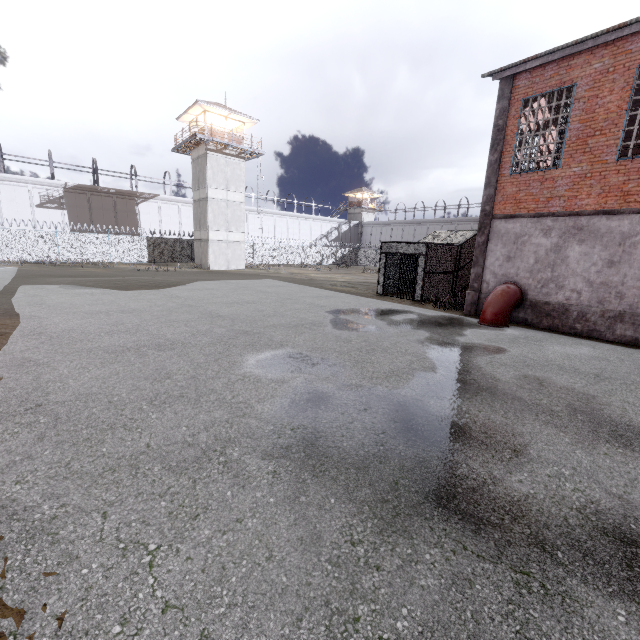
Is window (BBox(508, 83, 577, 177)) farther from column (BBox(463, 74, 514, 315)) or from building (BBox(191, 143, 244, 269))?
building (BBox(191, 143, 244, 269))

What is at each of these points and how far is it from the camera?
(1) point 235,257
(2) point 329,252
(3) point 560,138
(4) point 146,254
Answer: (1) building, 34.25m
(2) fence, 50.44m
(3) window, 16.44m
(4) fence, 34.19m

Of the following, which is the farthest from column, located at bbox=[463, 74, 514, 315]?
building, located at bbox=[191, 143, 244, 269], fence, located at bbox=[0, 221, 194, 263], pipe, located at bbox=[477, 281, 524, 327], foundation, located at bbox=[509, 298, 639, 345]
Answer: fence, located at bbox=[0, 221, 194, 263]

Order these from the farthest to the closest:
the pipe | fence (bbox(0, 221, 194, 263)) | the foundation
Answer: fence (bbox(0, 221, 194, 263)) → the pipe → the foundation

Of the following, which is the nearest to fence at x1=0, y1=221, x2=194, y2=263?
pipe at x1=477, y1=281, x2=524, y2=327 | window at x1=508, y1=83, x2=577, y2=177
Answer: window at x1=508, y1=83, x2=577, y2=177

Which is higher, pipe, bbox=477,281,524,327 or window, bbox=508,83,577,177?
window, bbox=508,83,577,177

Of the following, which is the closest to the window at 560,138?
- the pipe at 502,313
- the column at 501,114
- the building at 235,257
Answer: the column at 501,114

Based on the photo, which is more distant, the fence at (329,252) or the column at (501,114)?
the fence at (329,252)
